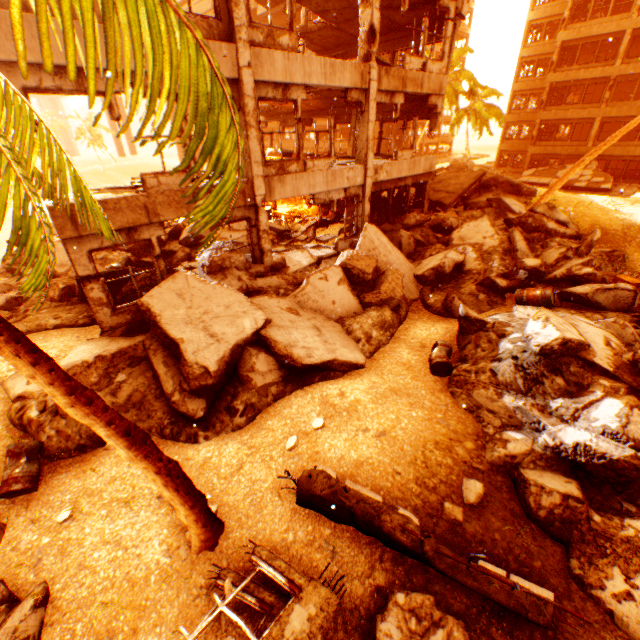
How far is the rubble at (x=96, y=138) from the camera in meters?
54.3

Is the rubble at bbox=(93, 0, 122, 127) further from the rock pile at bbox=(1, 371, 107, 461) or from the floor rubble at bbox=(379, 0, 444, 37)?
the floor rubble at bbox=(379, 0, 444, 37)

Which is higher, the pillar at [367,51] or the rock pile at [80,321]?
the pillar at [367,51]

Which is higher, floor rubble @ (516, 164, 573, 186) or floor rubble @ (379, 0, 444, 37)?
floor rubble @ (379, 0, 444, 37)

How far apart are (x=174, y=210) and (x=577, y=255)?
13.3m

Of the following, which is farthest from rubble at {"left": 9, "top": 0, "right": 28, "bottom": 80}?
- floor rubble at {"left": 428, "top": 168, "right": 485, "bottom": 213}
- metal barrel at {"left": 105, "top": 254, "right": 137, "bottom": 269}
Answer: metal barrel at {"left": 105, "top": 254, "right": 137, "bottom": 269}

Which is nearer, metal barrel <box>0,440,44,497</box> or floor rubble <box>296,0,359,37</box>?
metal barrel <box>0,440,44,497</box>

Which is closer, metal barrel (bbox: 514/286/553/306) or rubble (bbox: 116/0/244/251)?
rubble (bbox: 116/0/244/251)
